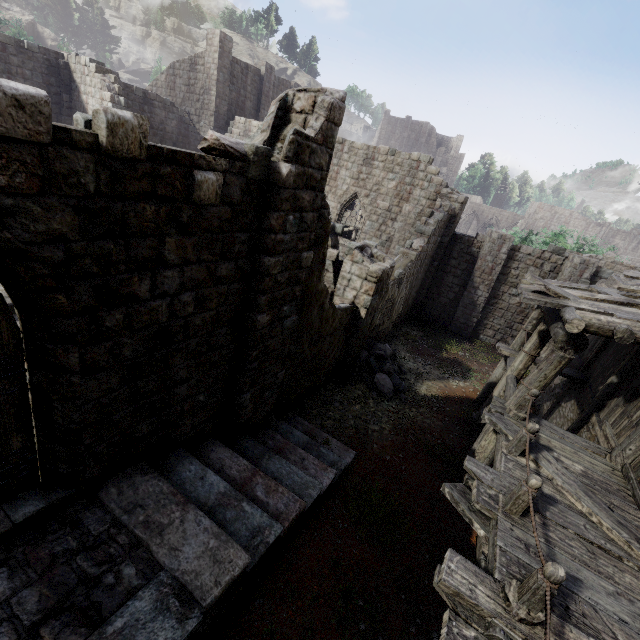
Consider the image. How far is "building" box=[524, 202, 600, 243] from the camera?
56.0 meters

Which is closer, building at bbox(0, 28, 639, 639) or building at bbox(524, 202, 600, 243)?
building at bbox(0, 28, 639, 639)

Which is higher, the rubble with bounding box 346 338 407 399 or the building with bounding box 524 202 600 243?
the building with bounding box 524 202 600 243

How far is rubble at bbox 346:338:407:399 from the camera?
11.78m

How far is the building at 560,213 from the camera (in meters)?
55.97

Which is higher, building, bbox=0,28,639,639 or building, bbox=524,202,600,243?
building, bbox=524,202,600,243

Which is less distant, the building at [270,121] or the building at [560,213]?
the building at [270,121]

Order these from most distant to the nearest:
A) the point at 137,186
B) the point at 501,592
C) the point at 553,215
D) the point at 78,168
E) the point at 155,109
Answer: the point at 553,215 < the point at 155,109 < the point at 501,592 < the point at 137,186 < the point at 78,168
